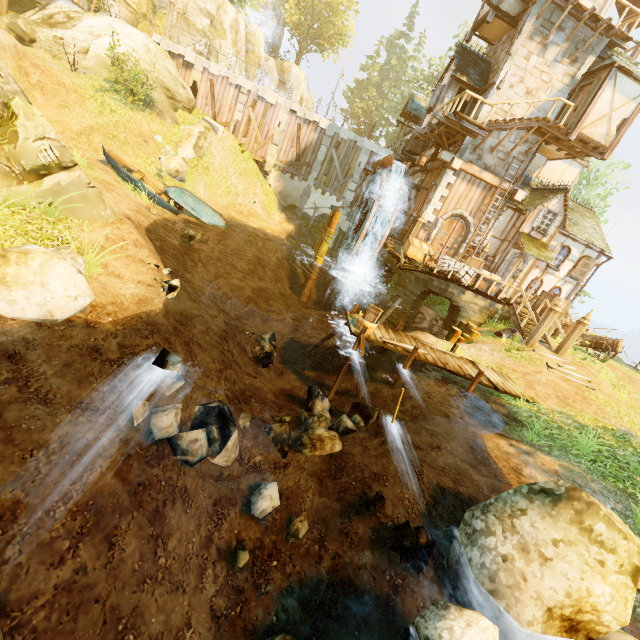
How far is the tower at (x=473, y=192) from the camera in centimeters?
1722cm

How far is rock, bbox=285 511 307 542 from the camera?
5.6 meters

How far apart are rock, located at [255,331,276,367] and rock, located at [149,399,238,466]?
4.7 meters

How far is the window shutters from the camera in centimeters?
1933cm

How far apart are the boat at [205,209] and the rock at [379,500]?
15.03m

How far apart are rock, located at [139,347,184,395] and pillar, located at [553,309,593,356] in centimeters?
1645cm

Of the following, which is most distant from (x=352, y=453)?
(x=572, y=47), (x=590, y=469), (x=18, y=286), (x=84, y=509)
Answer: (x=572, y=47)

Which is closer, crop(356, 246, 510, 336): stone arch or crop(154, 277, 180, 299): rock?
crop(154, 277, 180, 299): rock
